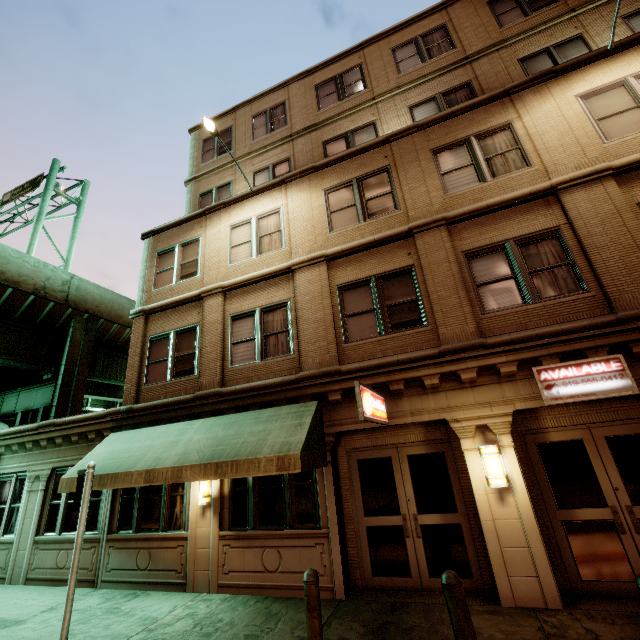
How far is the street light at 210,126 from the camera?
9.52m

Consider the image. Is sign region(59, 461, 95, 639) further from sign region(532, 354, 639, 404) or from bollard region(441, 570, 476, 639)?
sign region(532, 354, 639, 404)

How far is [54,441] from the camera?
11.09m

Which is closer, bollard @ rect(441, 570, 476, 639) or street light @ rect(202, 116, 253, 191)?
bollard @ rect(441, 570, 476, 639)

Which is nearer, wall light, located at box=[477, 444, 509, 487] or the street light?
wall light, located at box=[477, 444, 509, 487]

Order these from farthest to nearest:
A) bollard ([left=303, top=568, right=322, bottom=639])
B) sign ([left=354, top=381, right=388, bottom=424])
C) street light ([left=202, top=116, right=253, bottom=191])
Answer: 1. street light ([left=202, top=116, right=253, bottom=191])
2. sign ([left=354, top=381, right=388, bottom=424])
3. bollard ([left=303, top=568, right=322, bottom=639])

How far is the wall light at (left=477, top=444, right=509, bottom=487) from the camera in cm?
616

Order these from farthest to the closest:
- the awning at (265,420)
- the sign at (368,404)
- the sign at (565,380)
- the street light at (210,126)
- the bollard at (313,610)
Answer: the street light at (210,126) → the awning at (265,420) → the sign at (565,380) → the sign at (368,404) → the bollard at (313,610)
